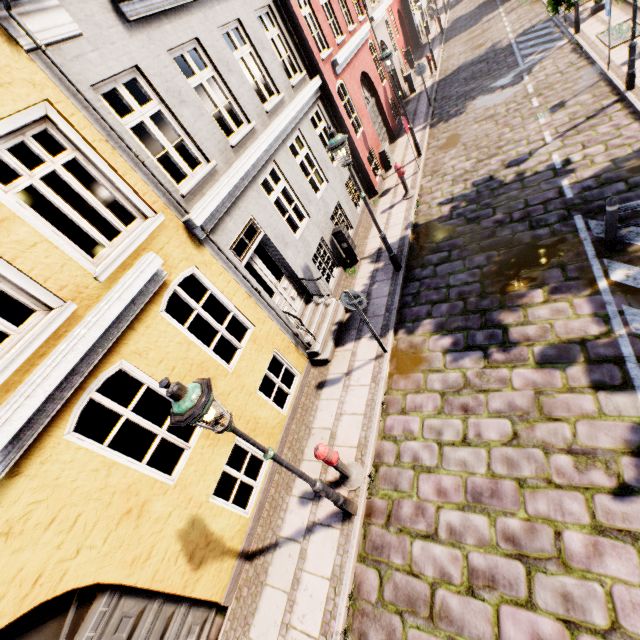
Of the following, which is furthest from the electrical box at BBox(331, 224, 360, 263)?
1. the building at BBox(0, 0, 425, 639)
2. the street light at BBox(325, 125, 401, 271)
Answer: the street light at BBox(325, 125, 401, 271)

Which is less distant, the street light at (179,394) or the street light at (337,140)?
the street light at (179,394)

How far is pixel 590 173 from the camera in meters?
7.7

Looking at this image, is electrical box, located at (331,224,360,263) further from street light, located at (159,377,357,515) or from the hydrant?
street light, located at (159,377,357,515)

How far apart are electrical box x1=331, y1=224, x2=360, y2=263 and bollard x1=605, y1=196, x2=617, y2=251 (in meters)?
5.80

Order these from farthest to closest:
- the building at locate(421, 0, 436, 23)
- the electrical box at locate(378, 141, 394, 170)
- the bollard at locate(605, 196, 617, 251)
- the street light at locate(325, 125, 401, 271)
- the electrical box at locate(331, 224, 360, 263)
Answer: the building at locate(421, 0, 436, 23) → the electrical box at locate(378, 141, 394, 170) → the electrical box at locate(331, 224, 360, 263) → the street light at locate(325, 125, 401, 271) → the bollard at locate(605, 196, 617, 251)

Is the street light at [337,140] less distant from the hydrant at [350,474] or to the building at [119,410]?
the building at [119,410]

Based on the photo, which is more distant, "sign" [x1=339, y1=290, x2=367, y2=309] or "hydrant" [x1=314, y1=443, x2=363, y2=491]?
"sign" [x1=339, y1=290, x2=367, y2=309]
